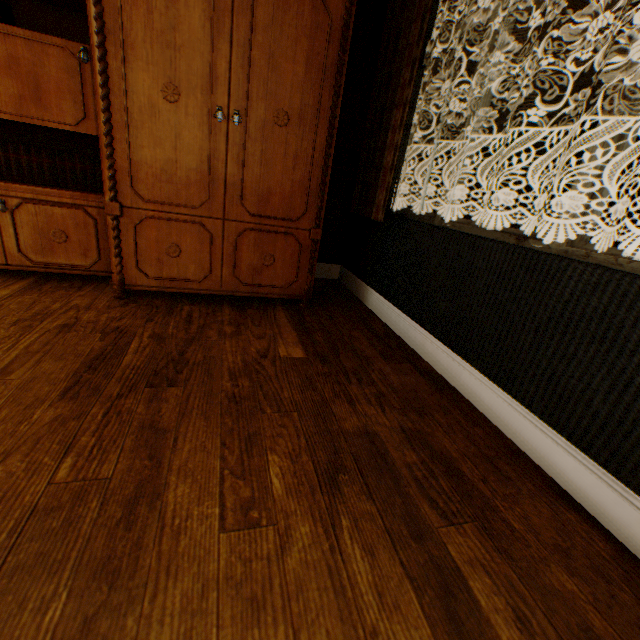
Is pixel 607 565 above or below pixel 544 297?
below

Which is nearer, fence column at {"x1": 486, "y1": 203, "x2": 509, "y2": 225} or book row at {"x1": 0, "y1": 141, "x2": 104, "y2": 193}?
book row at {"x1": 0, "y1": 141, "x2": 104, "y2": 193}

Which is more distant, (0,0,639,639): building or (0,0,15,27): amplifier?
(0,0,15,27): amplifier

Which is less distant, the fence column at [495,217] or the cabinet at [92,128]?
the cabinet at [92,128]

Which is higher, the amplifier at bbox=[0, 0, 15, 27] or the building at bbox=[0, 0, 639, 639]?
the amplifier at bbox=[0, 0, 15, 27]

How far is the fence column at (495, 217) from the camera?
21.36m

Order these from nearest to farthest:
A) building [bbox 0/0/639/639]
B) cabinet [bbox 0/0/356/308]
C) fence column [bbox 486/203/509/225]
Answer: building [bbox 0/0/639/639], cabinet [bbox 0/0/356/308], fence column [bbox 486/203/509/225]

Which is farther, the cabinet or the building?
the cabinet
